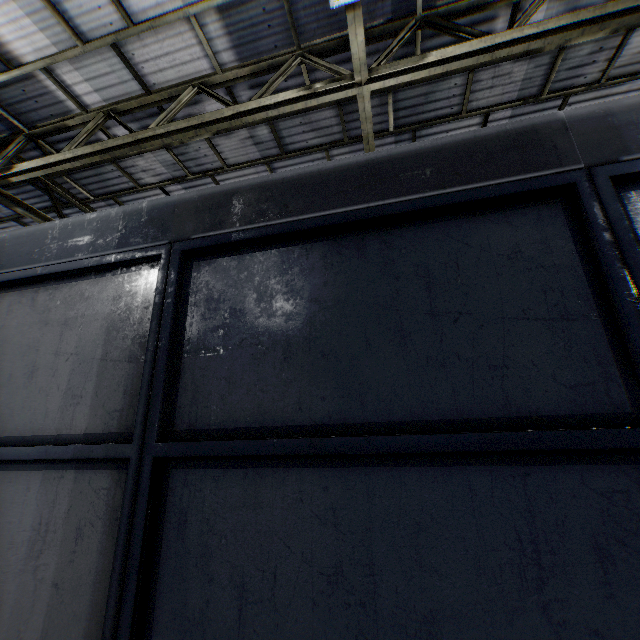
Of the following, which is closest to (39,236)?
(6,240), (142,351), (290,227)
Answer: (6,240)
